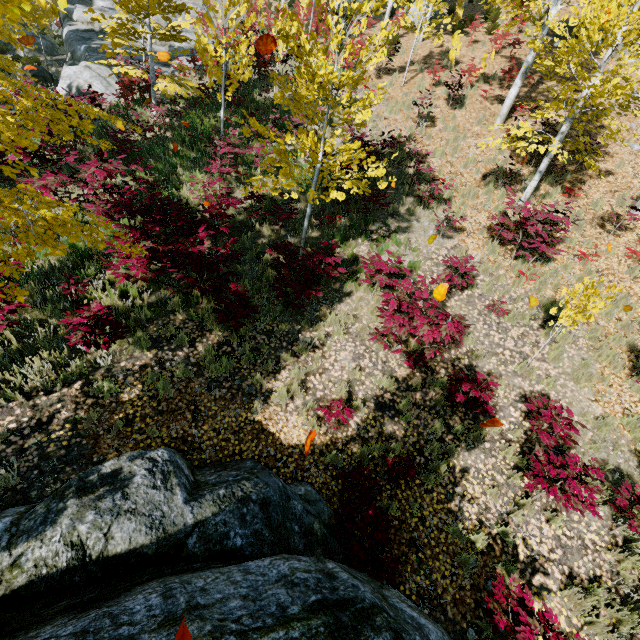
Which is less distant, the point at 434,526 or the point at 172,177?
the point at 434,526

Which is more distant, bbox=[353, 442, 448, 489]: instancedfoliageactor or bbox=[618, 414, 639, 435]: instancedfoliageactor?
bbox=[618, 414, 639, 435]: instancedfoliageactor

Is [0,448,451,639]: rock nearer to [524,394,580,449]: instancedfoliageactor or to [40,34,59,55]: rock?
[524,394,580,449]: instancedfoliageactor

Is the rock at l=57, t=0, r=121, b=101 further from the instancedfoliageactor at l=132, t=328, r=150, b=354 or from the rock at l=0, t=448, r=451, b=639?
the rock at l=0, t=448, r=451, b=639

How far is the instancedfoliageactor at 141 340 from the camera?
5.8m

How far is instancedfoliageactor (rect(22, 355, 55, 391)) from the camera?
4.9 meters

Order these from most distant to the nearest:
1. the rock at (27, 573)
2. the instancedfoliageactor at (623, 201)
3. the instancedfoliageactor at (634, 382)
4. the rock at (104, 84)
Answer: the rock at (104, 84), the instancedfoliageactor at (623, 201), the instancedfoliageactor at (634, 382), the rock at (27, 573)

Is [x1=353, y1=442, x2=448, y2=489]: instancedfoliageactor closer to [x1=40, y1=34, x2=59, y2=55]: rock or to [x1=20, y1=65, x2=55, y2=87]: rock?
[x1=20, y1=65, x2=55, y2=87]: rock
